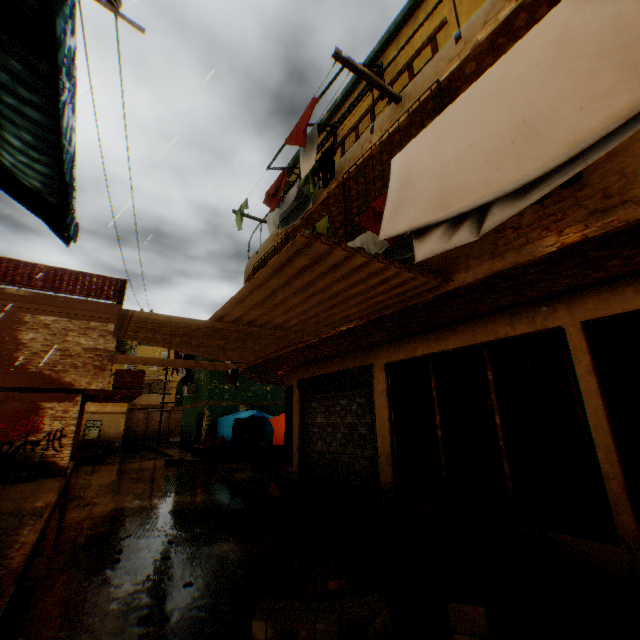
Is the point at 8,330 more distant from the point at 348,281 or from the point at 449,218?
the point at 449,218

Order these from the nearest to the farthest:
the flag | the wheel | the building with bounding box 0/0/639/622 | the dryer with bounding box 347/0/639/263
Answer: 1. the dryer with bounding box 347/0/639/263
2. the building with bounding box 0/0/639/622
3. the flag
4. the wheel

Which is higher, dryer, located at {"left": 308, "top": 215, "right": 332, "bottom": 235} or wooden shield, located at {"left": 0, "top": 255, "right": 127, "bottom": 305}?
wooden shield, located at {"left": 0, "top": 255, "right": 127, "bottom": 305}

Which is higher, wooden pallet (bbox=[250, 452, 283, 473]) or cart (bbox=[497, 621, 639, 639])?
wooden pallet (bbox=[250, 452, 283, 473])

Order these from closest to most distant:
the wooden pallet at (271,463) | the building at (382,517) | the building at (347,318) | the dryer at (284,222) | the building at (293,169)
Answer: the building at (347,318), the dryer at (284,222), the building at (382,517), the building at (293,169), the wooden pallet at (271,463)

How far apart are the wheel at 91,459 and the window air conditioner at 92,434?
8.2 meters

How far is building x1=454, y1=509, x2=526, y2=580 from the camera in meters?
4.1

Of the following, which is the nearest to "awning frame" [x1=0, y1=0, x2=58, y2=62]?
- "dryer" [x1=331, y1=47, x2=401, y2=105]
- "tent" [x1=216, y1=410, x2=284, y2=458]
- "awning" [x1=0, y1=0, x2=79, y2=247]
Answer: "awning" [x1=0, y1=0, x2=79, y2=247]
